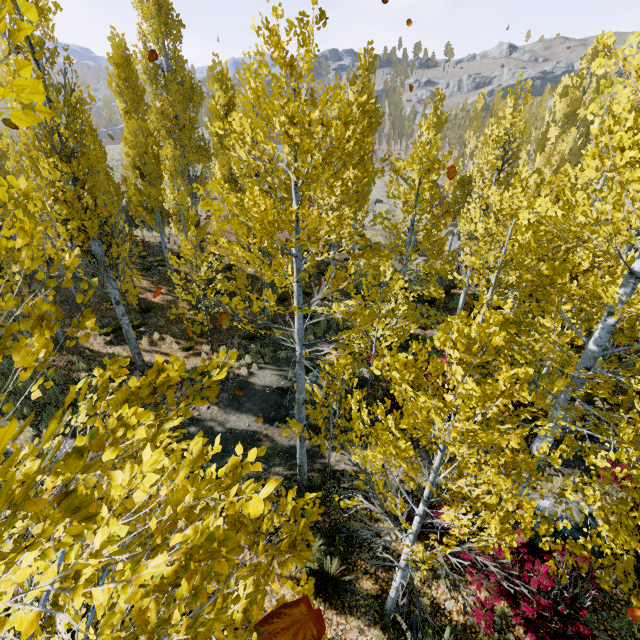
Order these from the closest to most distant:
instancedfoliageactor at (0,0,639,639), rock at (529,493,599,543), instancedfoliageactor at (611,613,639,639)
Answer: instancedfoliageactor at (0,0,639,639)
instancedfoliageactor at (611,613,639,639)
rock at (529,493,599,543)

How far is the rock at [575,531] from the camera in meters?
7.5 m

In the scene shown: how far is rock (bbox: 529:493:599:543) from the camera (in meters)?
7.52

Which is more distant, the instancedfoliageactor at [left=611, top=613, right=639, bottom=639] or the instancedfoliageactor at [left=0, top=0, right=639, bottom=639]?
the instancedfoliageactor at [left=611, top=613, right=639, bottom=639]

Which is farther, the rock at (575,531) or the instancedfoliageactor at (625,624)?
the rock at (575,531)

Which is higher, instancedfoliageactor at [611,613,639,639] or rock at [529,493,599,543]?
instancedfoliageactor at [611,613,639,639]

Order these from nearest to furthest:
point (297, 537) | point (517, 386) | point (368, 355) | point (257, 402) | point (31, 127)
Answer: point (517, 386) → point (297, 537) → point (31, 127) → point (257, 402) → point (368, 355)

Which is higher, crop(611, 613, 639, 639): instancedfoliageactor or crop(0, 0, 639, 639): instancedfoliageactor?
crop(0, 0, 639, 639): instancedfoliageactor
